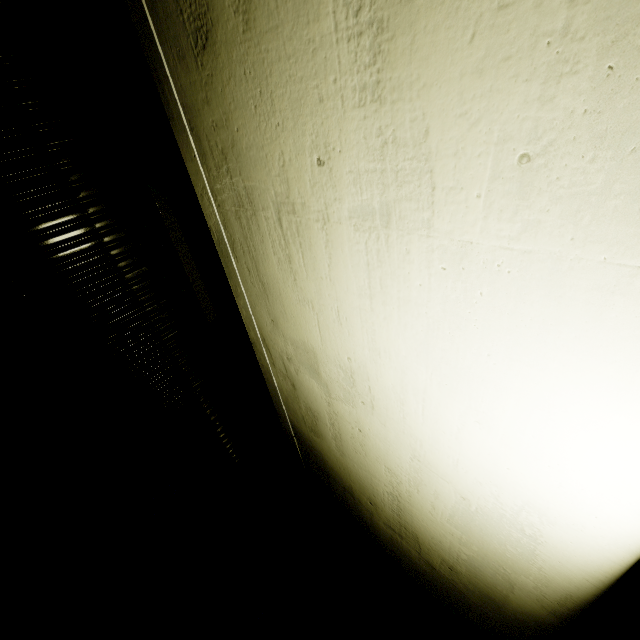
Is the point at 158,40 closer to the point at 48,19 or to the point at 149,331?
the point at 48,19
